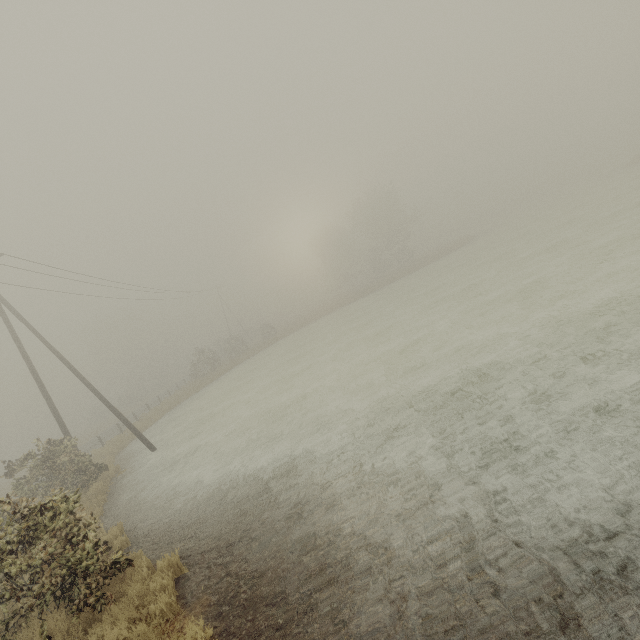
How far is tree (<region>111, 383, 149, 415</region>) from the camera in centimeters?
4918cm

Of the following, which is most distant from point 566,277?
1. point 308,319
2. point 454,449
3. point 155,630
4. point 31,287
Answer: point 308,319

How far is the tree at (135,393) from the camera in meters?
49.2
